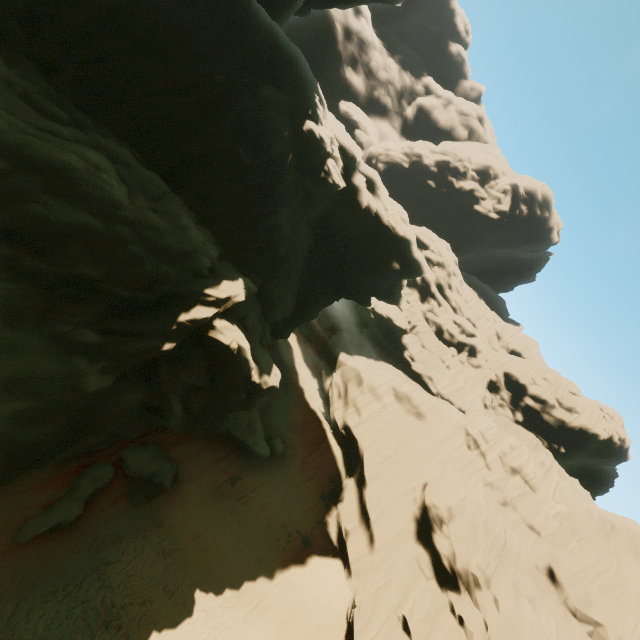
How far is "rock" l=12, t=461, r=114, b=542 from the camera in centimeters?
1299cm

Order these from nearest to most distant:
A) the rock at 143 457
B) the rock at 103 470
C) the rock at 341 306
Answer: the rock at 341 306
the rock at 103 470
the rock at 143 457

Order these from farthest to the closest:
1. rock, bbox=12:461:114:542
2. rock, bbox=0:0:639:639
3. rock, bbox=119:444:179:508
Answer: rock, bbox=119:444:179:508, rock, bbox=12:461:114:542, rock, bbox=0:0:639:639

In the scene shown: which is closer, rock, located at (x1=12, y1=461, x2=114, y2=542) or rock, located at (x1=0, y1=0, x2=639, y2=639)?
rock, located at (x1=0, y1=0, x2=639, y2=639)

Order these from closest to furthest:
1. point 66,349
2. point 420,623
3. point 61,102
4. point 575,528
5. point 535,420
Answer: point 66,349
point 61,102
point 420,623
point 575,528
point 535,420

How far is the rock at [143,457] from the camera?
17.41m
